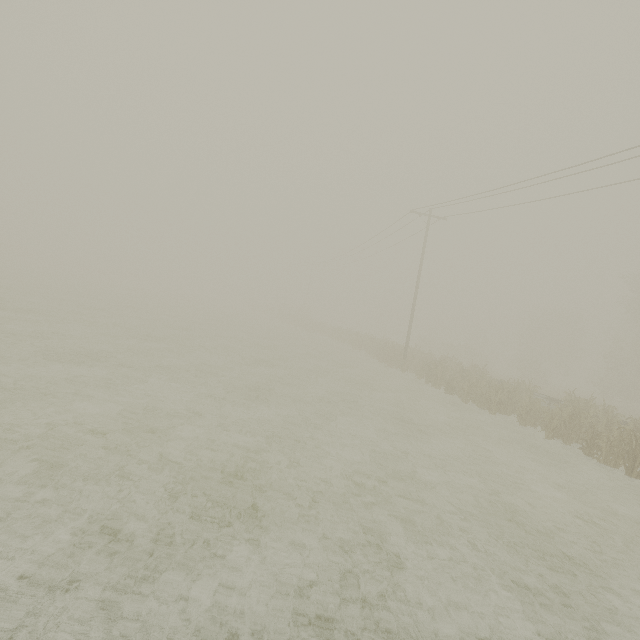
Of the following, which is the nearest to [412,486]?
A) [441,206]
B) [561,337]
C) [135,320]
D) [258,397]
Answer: [258,397]
